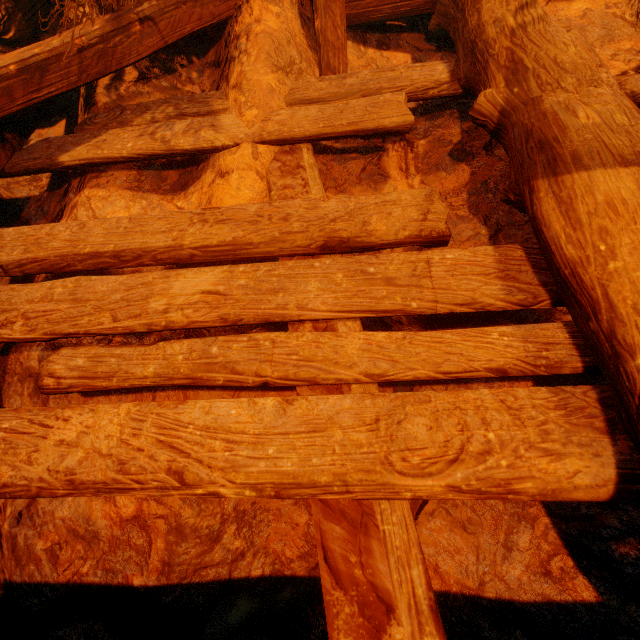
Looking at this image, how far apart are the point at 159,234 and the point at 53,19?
1.5 meters
